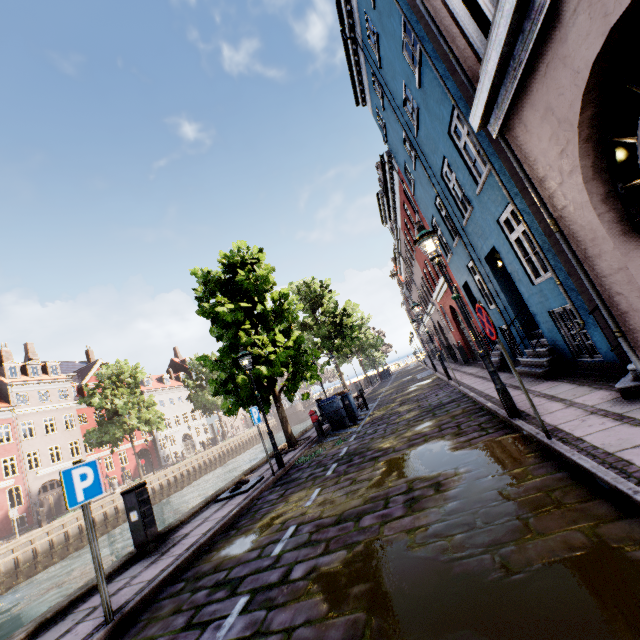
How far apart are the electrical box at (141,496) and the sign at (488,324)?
7.03m

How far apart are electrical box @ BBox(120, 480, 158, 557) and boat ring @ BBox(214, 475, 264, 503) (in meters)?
1.96

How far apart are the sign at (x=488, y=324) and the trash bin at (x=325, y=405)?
9.50m

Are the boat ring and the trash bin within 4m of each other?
no

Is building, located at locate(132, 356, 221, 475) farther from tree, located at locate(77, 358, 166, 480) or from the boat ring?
the boat ring

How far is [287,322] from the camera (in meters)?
13.92

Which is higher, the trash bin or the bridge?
the trash bin

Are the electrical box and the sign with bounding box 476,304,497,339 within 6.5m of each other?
no
